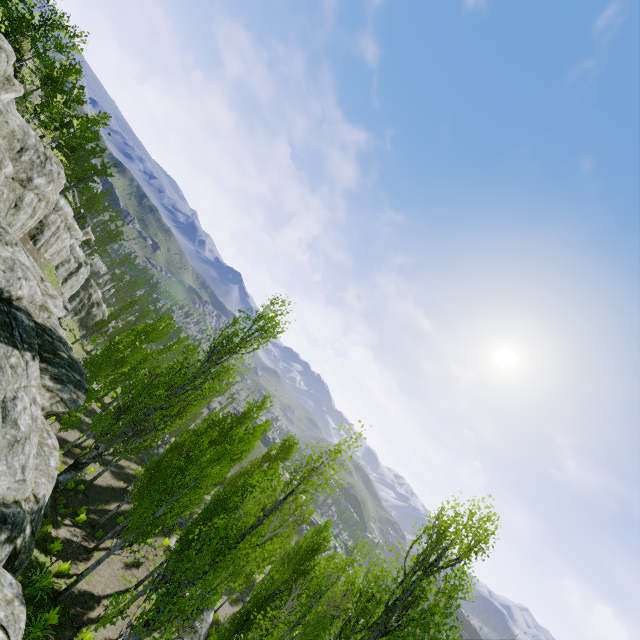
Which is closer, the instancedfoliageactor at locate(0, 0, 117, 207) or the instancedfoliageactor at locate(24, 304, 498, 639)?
the instancedfoliageactor at locate(24, 304, 498, 639)

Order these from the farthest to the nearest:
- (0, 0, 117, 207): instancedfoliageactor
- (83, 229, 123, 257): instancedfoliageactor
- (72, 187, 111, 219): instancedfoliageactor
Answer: (83, 229, 123, 257): instancedfoliageactor, (72, 187, 111, 219): instancedfoliageactor, (0, 0, 117, 207): instancedfoliageactor

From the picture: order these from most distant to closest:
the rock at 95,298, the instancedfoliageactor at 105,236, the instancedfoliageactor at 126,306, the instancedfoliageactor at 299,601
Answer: the instancedfoliageactor at 105,236 → the instancedfoliageactor at 126,306 → the instancedfoliageactor at 299,601 → the rock at 95,298

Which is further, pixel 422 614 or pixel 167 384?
pixel 167 384

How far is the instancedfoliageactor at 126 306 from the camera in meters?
39.8

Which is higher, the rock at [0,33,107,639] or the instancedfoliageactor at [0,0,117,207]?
the instancedfoliageactor at [0,0,117,207]

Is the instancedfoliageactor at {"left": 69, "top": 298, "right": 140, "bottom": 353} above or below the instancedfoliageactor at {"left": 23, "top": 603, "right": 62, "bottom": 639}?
above
